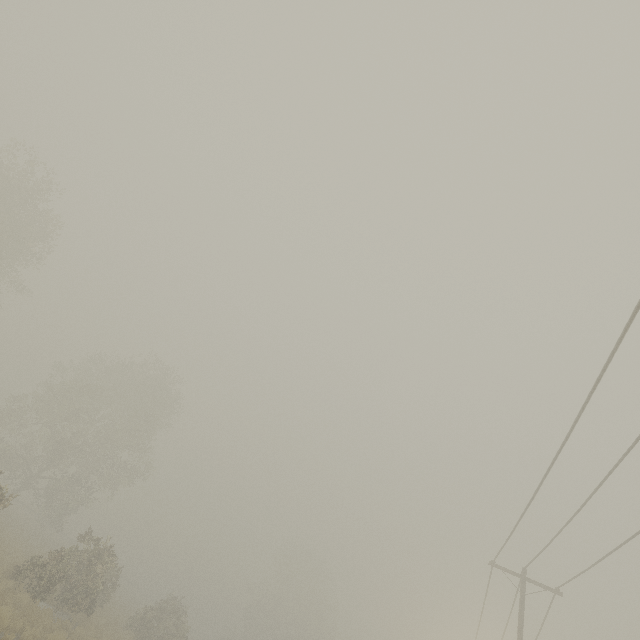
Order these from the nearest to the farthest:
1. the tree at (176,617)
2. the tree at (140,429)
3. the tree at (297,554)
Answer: the tree at (176,617), the tree at (140,429), the tree at (297,554)

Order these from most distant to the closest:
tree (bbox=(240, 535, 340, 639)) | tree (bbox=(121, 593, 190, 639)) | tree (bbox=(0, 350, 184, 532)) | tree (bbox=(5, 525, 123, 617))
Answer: tree (bbox=(240, 535, 340, 639))
tree (bbox=(0, 350, 184, 532))
tree (bbox=(121, 593, 190, 639))
tree (bbox=(5, 525, 123, 617))

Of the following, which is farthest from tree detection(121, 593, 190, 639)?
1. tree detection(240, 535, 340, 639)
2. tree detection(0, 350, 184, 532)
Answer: tree detection(240, 535, 340, 639)

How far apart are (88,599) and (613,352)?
27.8m

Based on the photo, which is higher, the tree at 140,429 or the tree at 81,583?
the tree at 140,429
